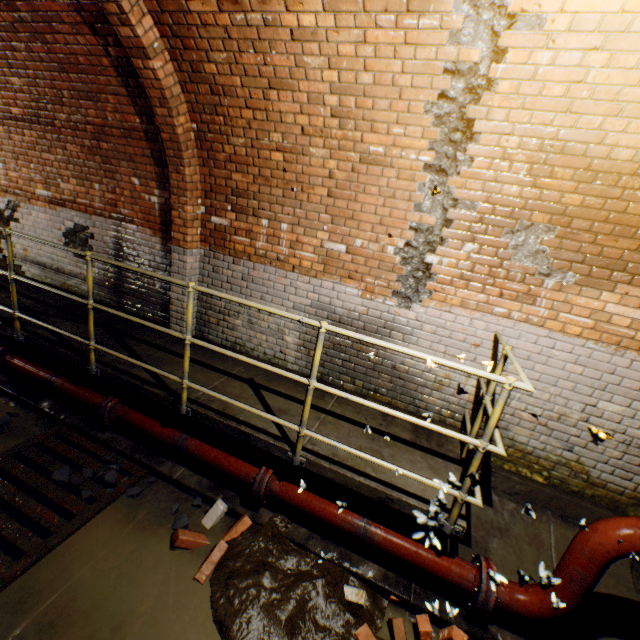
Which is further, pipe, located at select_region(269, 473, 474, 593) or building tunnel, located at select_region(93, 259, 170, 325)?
building tunnel, located at select_region(93, 259, 170, 325)

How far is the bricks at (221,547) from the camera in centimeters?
265cm

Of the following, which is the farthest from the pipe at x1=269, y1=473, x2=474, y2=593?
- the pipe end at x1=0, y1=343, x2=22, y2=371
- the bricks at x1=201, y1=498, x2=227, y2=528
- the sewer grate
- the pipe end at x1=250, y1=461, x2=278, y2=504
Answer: the pipe end at x1=0, y1=343, x2=22, y2=371

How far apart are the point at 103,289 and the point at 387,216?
4.7m

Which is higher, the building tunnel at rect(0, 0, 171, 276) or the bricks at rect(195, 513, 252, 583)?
the building tunnel at rect(0, 0, 171, 276)

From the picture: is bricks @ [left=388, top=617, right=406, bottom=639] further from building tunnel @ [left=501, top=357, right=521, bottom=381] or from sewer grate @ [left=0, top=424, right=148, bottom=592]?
sewer grate @ [left=0, top=424, right=148, bottom=592]

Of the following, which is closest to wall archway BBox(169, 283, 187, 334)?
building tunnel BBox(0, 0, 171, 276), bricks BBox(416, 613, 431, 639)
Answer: building tunnel BBox(0, 0, 171, 276)

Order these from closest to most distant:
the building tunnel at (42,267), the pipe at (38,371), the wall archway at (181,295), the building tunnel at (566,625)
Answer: the building tunnel at (566,625) → the pipe at (38,371) → the wall archway at (181,295) → the building tunnel at (42,267)
